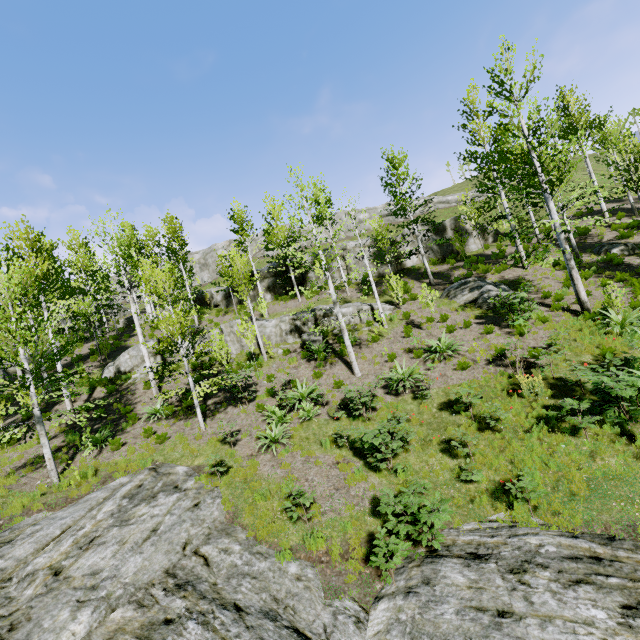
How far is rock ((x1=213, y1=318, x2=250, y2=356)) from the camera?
20.0m

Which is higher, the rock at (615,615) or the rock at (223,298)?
the rock at (223,298)

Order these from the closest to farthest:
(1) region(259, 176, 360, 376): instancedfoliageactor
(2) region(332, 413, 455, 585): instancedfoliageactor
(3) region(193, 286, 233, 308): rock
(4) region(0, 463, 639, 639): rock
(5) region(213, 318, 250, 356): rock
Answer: (4) region(0, 463, 639, 639): rock
(2) region(332, 413, 455, 585): instancedfoliageactor
(1) region(259, 176, 360, 376): instancedfoliageactor
(5) region(213, 318, 250, 356): rock
(3) region(193, 286, 233, 308): rock

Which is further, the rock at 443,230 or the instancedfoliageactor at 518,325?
the rock at 443,230

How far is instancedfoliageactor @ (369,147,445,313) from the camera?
19.2m

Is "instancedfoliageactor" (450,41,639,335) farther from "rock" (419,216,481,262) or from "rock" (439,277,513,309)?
"rock" (439,277,513,309)

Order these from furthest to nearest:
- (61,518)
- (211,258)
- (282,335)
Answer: (211,258), (282,335), (61,518)

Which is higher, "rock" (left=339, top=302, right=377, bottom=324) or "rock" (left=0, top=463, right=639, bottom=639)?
"rock" (left=339, top=302, right=377, bottom=324)
